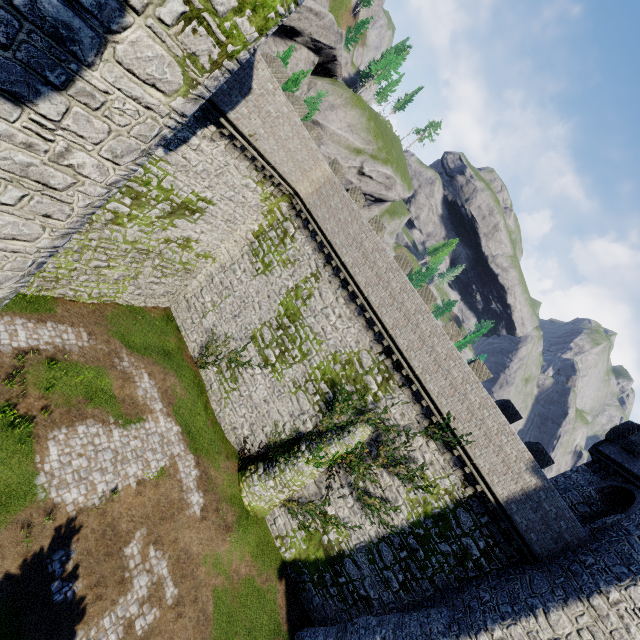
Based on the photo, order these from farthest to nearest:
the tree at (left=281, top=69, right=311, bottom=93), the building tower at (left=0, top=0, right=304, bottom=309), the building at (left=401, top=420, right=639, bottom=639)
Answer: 1. the tree at (left=281, top=69, right=311, bottom=93)
2. the building at (left=401, top=420, right=639, bottom=639)
3. the building tower at (left=0, top=0, right=304, bottom=309)

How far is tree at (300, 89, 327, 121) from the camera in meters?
24.9 m

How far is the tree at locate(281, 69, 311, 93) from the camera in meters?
28.4

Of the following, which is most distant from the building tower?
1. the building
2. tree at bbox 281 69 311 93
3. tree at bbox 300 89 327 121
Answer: the building

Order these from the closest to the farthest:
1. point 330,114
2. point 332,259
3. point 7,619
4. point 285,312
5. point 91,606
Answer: point 7,619 → point 91,606 → point 332,259 → point 285,312 → point 330,114

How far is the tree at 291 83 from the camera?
28.4 meters

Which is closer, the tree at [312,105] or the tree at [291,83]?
the tree at [312,105]
